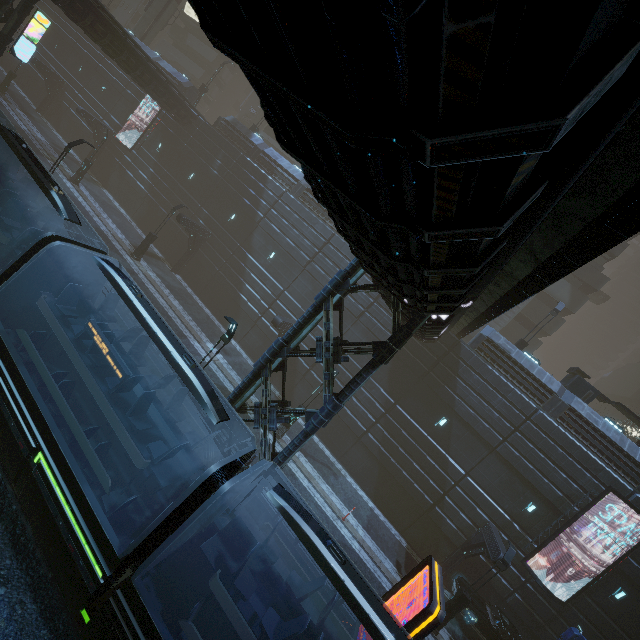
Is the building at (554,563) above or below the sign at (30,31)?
below

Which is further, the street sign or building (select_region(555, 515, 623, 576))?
building (select_region(555, 515, 623, 576))

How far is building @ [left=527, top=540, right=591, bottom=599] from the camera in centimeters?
1795cm

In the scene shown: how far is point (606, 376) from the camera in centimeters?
5266cm

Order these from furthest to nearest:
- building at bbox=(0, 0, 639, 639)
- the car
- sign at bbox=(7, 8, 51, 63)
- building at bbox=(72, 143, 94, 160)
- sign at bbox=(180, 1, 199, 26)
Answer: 1. sign at bbox=(180, 1, 199, 26)
2. building at bbox=(72, 143, 94, 160)
3. sign at bbox=(7, 8, 51, 63)
4. the car
5. building at bbox=(0, 0, 639, 639)

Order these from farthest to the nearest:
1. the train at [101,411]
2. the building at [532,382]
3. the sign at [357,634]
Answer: the building at [532,382]
the sign at [357,634]
the train at [101,411]

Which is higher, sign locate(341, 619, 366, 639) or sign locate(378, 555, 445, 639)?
sign locate(378, 555, 445, 639)

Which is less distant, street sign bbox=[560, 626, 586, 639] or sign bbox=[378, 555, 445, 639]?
sign bbox=[378, 555, 445, 639]
